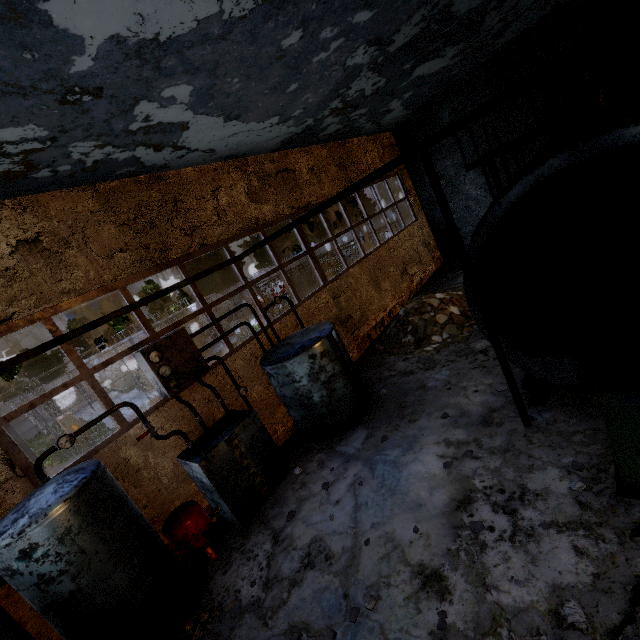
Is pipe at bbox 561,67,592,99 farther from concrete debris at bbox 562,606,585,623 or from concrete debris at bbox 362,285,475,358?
concrete debris at bbox 362,285,475,358

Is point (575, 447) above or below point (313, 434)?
below

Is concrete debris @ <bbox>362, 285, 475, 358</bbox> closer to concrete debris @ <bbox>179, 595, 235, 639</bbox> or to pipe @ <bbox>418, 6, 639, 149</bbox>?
concrete debris @ <bbox>179, 595, 235, 639</bbox>

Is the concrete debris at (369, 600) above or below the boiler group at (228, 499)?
below

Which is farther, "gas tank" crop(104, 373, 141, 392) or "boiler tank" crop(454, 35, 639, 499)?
"gas tank" crop(104, 373, 141, 392)

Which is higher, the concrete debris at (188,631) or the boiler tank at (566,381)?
the boiler tank at (566,381)

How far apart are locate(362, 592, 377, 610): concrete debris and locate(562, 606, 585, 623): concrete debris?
2.0m

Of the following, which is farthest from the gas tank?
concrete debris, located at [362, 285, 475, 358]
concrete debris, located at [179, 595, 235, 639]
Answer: concrete debris, located at [179, 595, 235, 639]
